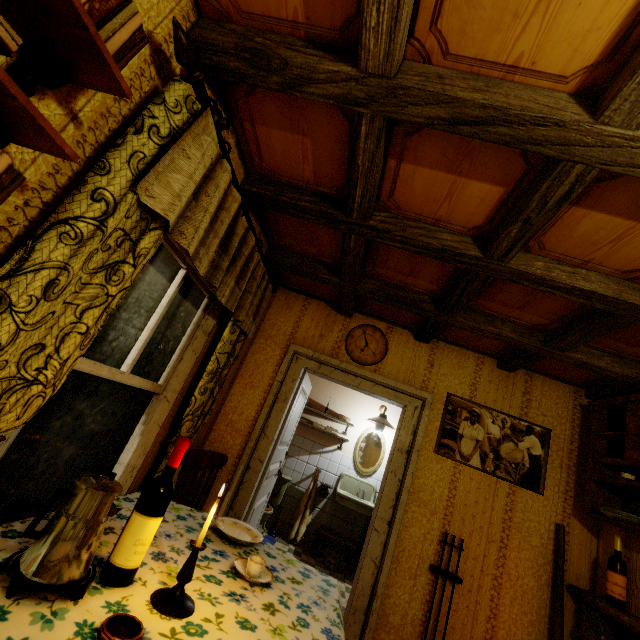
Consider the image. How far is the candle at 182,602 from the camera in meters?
1.0

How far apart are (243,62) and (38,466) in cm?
197

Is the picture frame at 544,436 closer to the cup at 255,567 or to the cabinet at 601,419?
the cabinet at 601,419

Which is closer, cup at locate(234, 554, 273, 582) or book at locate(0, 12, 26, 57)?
book at locate(0, 12, 26, 57)

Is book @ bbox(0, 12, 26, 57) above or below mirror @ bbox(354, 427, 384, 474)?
above

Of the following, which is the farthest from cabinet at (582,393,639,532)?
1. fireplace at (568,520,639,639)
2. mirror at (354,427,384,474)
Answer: mirror at (354,427,384,474)

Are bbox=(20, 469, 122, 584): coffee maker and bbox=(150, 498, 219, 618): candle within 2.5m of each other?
yes

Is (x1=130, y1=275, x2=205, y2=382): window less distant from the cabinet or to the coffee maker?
the coffee maker
